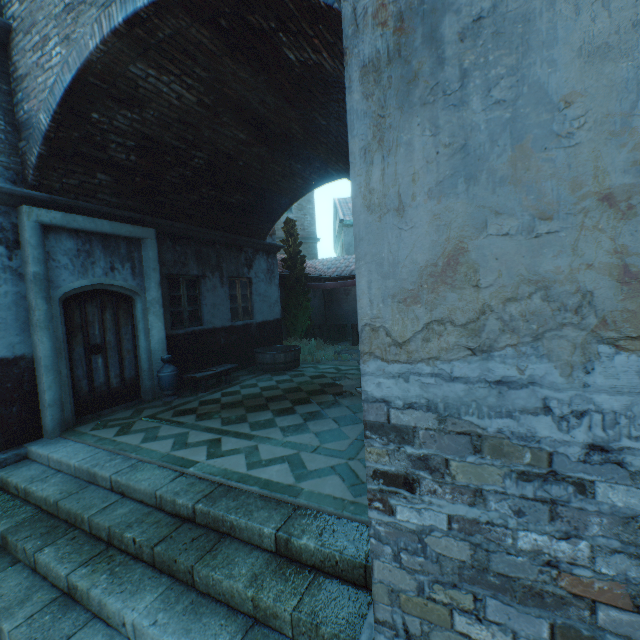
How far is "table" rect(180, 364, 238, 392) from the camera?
7.2m

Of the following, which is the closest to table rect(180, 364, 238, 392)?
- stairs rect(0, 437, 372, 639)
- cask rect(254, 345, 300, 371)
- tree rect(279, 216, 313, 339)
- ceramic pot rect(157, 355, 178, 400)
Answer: ceramic pot rect(157, 355, 178, 400)

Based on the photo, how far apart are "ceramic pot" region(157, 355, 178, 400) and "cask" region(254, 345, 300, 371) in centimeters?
245cm

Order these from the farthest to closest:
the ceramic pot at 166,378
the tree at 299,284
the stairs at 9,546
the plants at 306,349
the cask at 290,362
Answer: the tree at 299,284, the plants at 306,349, the cask at 290,362, the ceramic pot at 166,378, the stairs at 9,546

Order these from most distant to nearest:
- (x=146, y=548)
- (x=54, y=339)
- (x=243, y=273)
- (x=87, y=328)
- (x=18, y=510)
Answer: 1. (x=243, y=273)
2. (x=87, y=328)
3. (x=54, y=339)
4. (x=18, y=510)
5. (x=146, y=548)

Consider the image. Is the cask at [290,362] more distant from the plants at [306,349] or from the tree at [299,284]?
the tree at [299,284]

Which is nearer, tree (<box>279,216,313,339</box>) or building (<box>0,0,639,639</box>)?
building (<box>0,0,639,639</box>)

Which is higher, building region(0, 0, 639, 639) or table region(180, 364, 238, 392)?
building region(0, 0, 639, 639)
